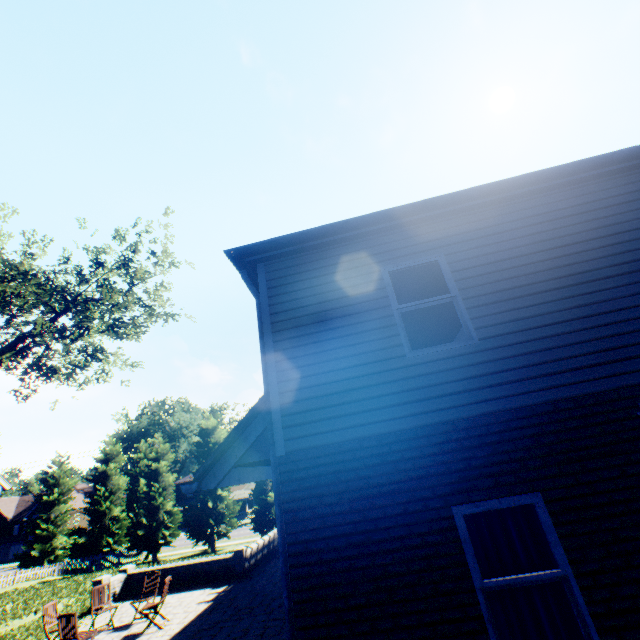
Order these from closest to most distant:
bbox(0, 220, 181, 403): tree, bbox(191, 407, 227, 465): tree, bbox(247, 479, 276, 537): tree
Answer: bbox(0, 220, 181, 403): tree
bbox(247, 479, 276, 537): tree
bbox(191, 407, 227, 465): tree

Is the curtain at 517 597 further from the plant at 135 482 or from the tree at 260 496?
the plant at 135 482

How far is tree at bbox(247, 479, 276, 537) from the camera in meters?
27.0 m

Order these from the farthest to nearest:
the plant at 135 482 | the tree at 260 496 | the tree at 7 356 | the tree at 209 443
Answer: the plant at 135 482 < the tree at 209 443 < the tree at 260 496 < the tree at 7 356

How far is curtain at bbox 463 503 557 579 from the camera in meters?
3.8

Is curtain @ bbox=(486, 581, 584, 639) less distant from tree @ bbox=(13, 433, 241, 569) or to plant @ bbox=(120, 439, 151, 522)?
tree @ bbox=(13, 433, 241, 569)

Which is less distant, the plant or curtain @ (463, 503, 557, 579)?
curtain @ (463, 503, 557, 579)

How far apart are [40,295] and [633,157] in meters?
23.6
